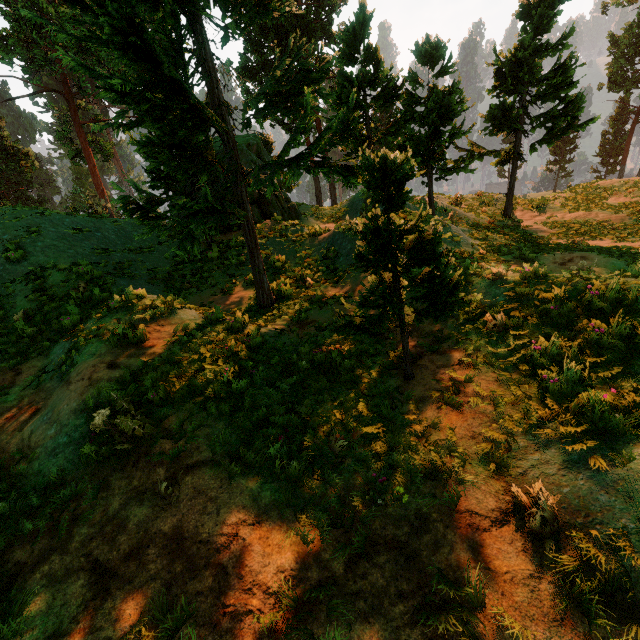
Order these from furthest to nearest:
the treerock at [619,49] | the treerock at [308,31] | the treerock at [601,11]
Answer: the treerock at [601,11] → the treerock at [619,49] → the treerock at [308,31]

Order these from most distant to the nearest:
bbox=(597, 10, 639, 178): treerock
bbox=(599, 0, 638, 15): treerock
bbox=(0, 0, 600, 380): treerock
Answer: bbox=(599, 0, 638, 15): treerock
bbox=(597, 10, 639, 178): treerock
bbox=(0, 0, 600, 380): treerock

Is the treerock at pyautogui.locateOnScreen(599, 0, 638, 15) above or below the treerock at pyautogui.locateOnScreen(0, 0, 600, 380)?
above

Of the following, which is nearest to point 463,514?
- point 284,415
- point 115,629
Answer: point 284,415

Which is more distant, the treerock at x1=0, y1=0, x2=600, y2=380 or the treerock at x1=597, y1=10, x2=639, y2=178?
the treerock at x1=597, y1=10, x2=639, y2=178

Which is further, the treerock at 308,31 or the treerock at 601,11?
the treerock at 601,11
